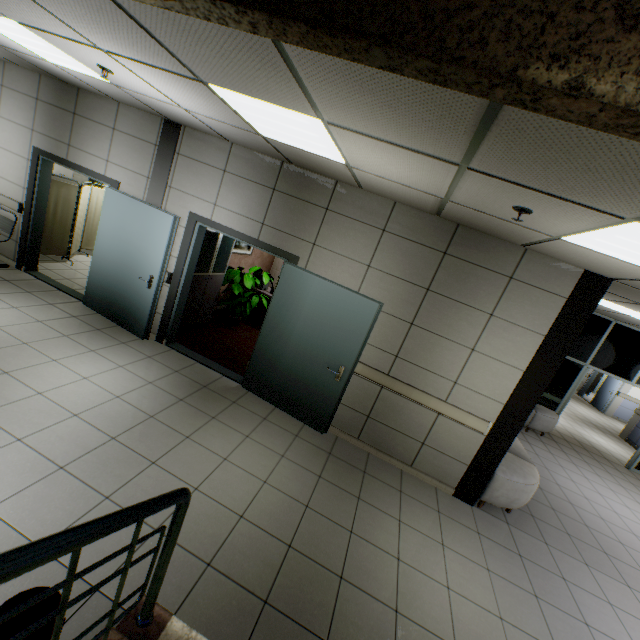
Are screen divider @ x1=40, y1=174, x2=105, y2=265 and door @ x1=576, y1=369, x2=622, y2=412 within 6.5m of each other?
no

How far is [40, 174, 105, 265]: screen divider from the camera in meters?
6.4 m

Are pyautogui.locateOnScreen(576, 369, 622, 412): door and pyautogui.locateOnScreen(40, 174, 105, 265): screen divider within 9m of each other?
no

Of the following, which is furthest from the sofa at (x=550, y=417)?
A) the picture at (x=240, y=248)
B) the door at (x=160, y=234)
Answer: the picture at (x=240, y=248)

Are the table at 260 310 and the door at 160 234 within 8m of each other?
yes

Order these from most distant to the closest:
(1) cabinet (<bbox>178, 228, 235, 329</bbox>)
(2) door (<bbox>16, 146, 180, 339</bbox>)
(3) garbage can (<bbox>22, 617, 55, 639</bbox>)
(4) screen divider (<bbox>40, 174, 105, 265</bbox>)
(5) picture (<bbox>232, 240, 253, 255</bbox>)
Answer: (5) picture (<bbox>232, 240, 253, 255</bbox>), (4) screen divider (<bbox>40, 174, 105, 265</bbox>), (1) cabinet (<bbox>178, 228, 235, 329</bbox>), (2) door (<bbox>16, 146, 180, 339</bbox>), (3) garbage can (<bbox>22, 617, 55, 639</bbox>)

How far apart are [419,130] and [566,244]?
2.04m

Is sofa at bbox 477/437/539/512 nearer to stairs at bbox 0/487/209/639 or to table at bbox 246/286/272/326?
stairs at bbox 0/487/209/639
